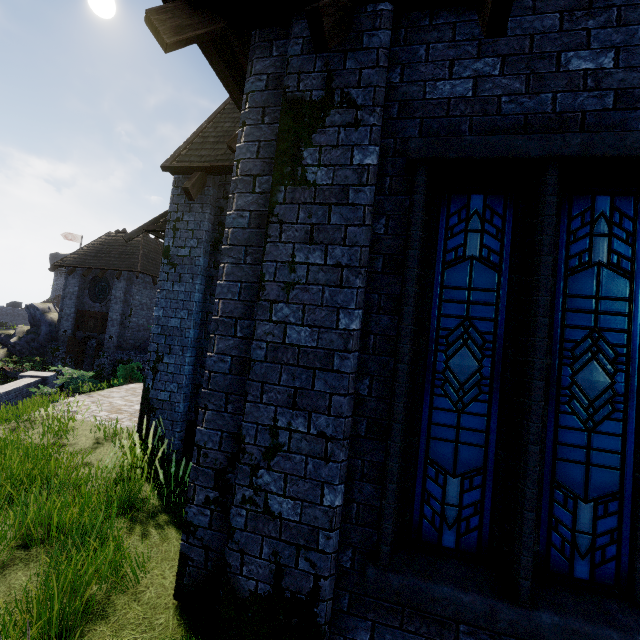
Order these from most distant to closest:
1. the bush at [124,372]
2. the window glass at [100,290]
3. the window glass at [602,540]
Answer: the window glass at [100,290] < the bush at [124,372] < the window glass at [602,540]

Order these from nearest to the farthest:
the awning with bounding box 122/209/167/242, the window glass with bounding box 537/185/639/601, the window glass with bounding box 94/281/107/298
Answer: the window glass with bounding box 537/185/639/601, the awning with bounding box 122/209/167/242, the window glass with bounding box 94/281/107/298

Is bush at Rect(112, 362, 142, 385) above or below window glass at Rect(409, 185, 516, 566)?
below

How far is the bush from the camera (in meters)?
17.34

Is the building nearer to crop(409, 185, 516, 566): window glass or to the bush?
crop(409, 185, 516, 566): window glass

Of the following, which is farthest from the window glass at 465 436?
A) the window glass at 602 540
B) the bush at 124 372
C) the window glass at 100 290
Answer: the window glass at 100 290

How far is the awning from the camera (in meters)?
7.07

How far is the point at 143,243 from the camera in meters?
22.9 m
